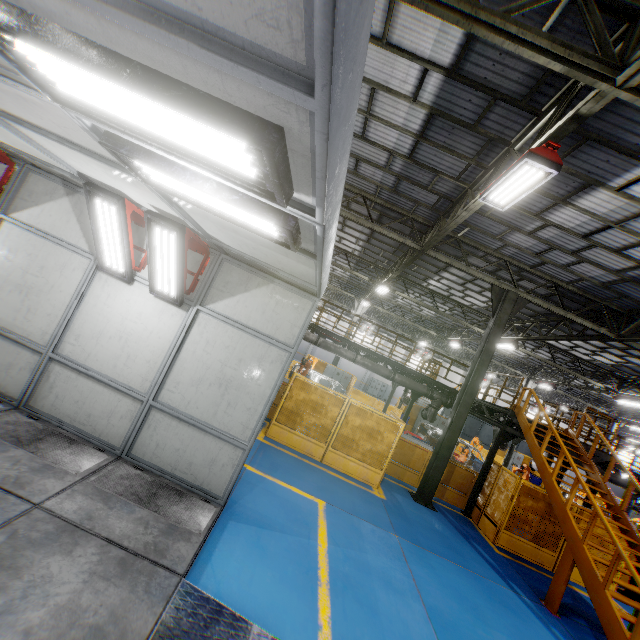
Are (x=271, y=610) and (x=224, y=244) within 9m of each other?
yes

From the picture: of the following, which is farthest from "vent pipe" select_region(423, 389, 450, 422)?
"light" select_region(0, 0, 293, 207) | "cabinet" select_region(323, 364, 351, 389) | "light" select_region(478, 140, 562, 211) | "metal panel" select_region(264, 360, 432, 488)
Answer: "light" select_region(0, 0, 293, 207)

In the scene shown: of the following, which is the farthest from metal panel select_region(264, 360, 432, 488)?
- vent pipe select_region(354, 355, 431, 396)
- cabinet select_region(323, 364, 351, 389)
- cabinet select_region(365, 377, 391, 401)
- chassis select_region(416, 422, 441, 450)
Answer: cabinet select_region(365, 377, 391, 401)

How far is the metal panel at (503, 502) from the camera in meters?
10.2 m

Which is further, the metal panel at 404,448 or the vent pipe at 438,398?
the vent pipe at 438,398

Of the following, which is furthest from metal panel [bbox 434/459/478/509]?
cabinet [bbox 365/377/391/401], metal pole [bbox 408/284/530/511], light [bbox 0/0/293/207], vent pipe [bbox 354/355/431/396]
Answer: cabinet [bbox 365/377/391/401]

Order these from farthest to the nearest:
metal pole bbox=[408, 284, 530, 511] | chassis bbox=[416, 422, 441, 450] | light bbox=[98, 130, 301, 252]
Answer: chassis bbox=[416, 422, 441, 450]
metal pole bbox=[408, 284, 530, 511]
light bbox=[98, 130, 301, 252]

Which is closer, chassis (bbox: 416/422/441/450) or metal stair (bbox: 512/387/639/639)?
metal stair (bbox: 512/387/639/639)
